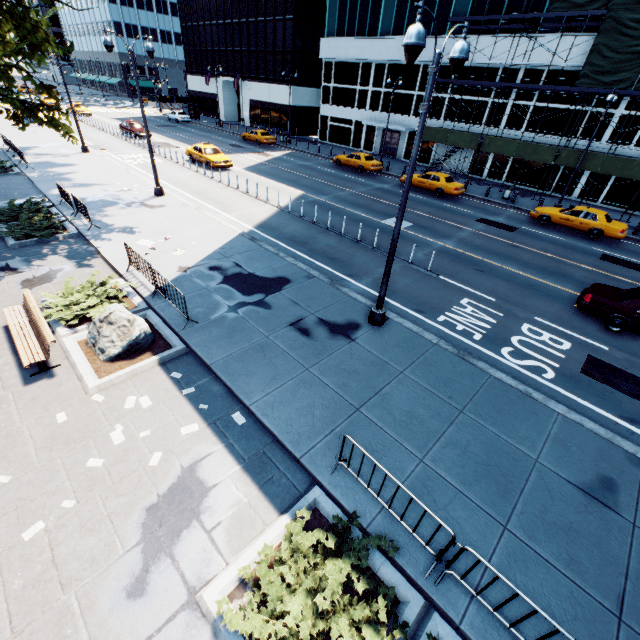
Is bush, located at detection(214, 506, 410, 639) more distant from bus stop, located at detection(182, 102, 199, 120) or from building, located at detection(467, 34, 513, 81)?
bus stop, located at detection(182, 102, 199, 120)

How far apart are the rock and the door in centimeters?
3747cm

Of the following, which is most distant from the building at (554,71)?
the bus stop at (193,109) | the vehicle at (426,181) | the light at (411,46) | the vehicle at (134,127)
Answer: the light at (411,46)

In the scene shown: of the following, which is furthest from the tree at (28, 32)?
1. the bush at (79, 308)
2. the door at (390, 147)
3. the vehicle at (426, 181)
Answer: the door at (390, 147)

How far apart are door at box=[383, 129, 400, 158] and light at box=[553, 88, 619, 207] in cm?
1945

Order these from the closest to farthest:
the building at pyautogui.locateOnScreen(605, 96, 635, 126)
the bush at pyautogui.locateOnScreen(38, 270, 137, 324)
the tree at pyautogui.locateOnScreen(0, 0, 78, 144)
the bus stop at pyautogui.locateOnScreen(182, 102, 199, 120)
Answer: the bush at pyautogui.locateOnScreen(38, 270, 137, 324) < the tree at pyautogui.locateOnScreen(0, 0, 78, 144) < the building at pyautogui.locateOnScreen(605, 96, 635, 126) < the bus stop at pyautogui.locateOnScreen(182, 102, 199, 120)

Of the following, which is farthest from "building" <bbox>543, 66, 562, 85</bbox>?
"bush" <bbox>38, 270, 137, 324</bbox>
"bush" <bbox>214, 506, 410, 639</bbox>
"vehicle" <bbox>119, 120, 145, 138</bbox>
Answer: "bush" <bbox>214, 506, 410, 639</bbox>

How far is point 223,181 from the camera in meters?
23.9 m
